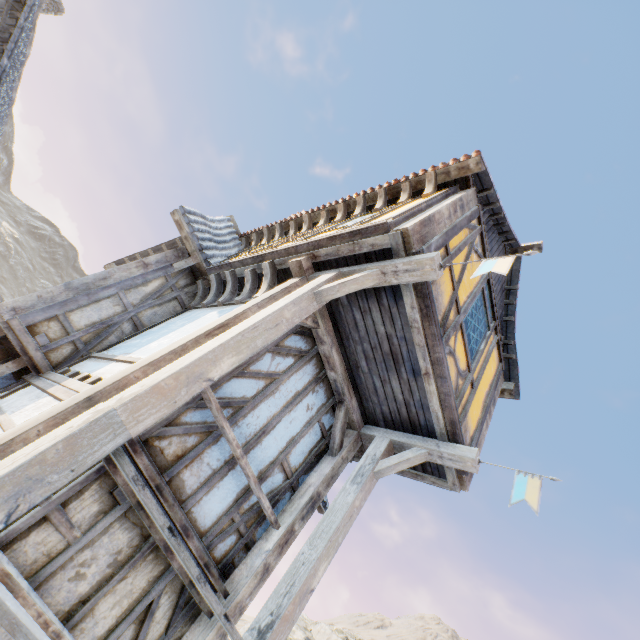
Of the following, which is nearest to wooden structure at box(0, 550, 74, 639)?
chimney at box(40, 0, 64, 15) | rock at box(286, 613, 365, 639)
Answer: rock at box(286, 613, 365, 639)

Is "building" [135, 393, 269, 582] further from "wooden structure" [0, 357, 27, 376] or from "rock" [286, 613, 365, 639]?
"rock" [286, 613, 365, 639]

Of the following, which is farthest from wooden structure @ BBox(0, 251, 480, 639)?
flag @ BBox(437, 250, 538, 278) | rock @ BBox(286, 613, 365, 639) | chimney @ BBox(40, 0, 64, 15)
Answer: chimney @ BBox(40, 0, 64, 15)

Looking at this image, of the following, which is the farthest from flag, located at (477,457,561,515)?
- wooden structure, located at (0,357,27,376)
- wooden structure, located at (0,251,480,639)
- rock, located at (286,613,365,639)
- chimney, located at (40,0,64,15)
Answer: chimney, located at (40,0,64,15)

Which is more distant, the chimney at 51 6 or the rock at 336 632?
the rock at 336 632

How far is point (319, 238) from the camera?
4.38m

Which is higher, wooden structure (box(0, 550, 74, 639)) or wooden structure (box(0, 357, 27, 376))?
wooden structure (box(0, 357, 27, 376))

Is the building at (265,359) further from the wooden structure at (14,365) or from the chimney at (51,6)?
the chimney at (51,6)
